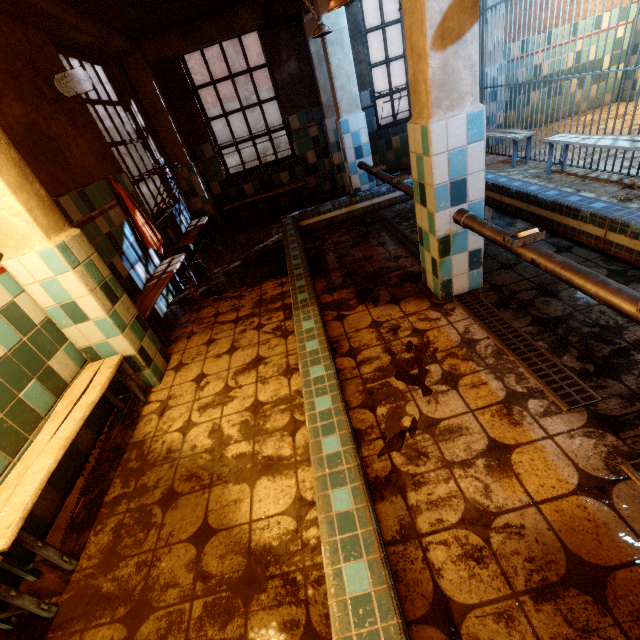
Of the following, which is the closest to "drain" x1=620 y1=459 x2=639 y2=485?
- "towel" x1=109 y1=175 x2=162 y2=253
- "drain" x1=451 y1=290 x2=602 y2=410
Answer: "drain" x1=451 y1=290 x2=602 y2=410

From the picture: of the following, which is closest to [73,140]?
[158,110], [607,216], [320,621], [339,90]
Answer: [158,110]

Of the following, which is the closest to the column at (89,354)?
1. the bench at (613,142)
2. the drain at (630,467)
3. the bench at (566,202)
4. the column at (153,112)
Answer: the bench at (566,202)

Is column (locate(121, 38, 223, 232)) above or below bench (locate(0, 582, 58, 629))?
above

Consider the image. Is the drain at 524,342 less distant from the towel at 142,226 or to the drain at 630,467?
the drain at 630,467

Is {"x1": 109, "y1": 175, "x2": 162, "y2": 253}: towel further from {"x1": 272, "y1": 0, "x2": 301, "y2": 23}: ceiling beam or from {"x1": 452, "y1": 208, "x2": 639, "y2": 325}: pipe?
{"x1": 452, "y1": 208, "x2": 639, "y2": 325}: pipe

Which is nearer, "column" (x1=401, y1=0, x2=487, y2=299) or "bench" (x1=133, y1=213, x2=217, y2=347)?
"column" (x1=401, y1=0, x2=487, y2=299)

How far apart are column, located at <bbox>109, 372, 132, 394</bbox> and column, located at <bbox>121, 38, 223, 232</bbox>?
3.9m
